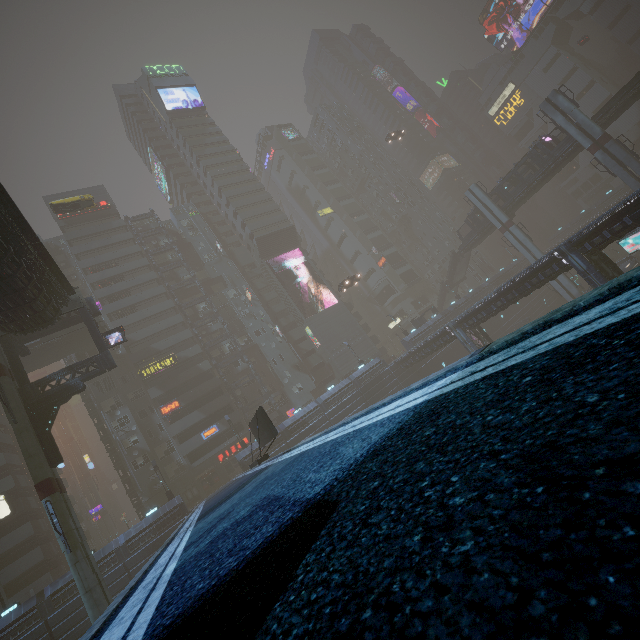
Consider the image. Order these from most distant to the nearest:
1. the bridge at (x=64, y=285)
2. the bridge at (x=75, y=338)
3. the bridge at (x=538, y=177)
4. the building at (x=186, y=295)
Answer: the building at (x=186, y=295), the bridge at (x=538, y=177), the bridge at (x=75, y=338), the bridge at (x=64, y=285)

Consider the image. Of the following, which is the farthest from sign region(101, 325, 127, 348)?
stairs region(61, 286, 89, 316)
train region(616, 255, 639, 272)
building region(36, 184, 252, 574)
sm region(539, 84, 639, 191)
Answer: train region(616, 255, 639, 272)

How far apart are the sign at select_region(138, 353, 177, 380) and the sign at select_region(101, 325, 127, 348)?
19.98m

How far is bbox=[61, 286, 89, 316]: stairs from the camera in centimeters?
2336cm

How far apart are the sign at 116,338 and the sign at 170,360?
19.98m

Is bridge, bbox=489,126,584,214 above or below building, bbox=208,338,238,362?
below

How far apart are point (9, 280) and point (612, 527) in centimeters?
2437cm

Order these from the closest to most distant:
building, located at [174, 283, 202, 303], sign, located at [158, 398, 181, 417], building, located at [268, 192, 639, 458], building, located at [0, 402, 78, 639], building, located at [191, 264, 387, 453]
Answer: building, located at [268, 192, 639, 458]
building, located at [0, 402, 78, 639]
building, located at [191, 264, 387, 453]
sign, located at [158, 398, 181, 417]
building, located at [174, 283, 202, 303]
